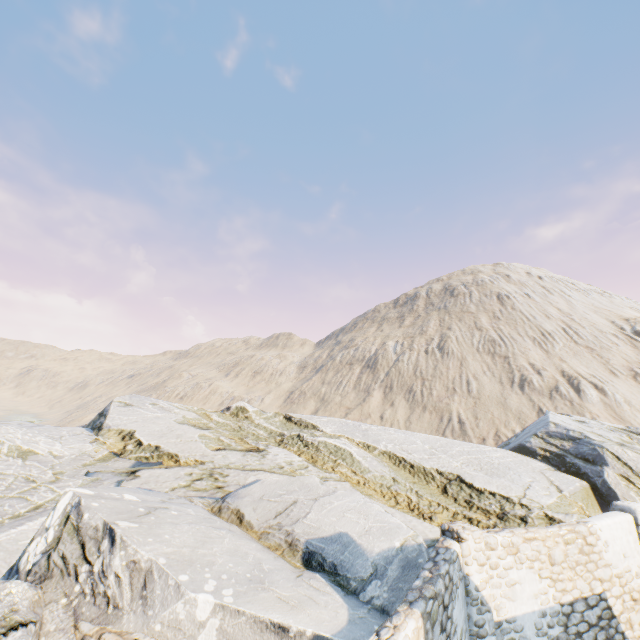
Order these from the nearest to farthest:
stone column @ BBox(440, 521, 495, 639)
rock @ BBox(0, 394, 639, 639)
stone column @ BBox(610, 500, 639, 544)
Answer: rock @ BBox(0, 394, 639, 639) → stone column @ BBox(440, 521, 495, 639) → stone column @ BBox(610, 500, 639, 544)

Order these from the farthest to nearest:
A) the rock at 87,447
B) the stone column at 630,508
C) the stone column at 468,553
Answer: the stone column at 630,508, the stone column at 468,553, the rock at 87,447

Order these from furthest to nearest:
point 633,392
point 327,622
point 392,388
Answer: point 392,388, point 633,392, point 327,622

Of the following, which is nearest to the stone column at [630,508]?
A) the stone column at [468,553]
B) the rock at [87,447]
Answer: the rock at [87,447]

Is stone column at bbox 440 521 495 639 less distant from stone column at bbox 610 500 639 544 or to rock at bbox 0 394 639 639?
rock at bbox 0 394 639 639

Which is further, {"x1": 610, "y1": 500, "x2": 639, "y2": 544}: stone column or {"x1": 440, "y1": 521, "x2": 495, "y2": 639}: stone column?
{"x1": 610, "y1": 500, "x2": 639, "y2": 544}: stone column

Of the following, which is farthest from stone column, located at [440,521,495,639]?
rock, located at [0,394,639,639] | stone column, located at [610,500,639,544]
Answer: stone column, located at [610,500,639,544]
